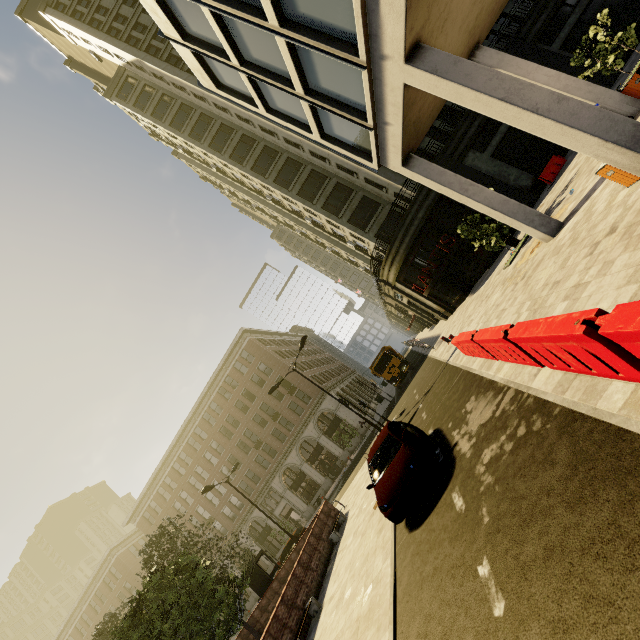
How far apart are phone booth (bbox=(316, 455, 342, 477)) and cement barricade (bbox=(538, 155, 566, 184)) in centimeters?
3276cm

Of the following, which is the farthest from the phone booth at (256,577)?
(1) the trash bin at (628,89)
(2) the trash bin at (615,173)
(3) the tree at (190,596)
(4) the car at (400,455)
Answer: (1) the trash bin at (628,89)

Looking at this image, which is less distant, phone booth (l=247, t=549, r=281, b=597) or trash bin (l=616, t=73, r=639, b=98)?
trash bin (l=616, t=73, r=639, b=98)

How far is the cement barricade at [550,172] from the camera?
19.0m

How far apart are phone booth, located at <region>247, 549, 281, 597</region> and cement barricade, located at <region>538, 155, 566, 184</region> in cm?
2827

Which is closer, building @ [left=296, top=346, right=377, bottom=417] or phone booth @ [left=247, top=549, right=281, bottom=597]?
phone booth @ [left=247, top=549, right=281, bottom=597]

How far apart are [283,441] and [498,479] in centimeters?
3755cm

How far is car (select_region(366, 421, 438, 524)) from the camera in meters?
7.6 m
